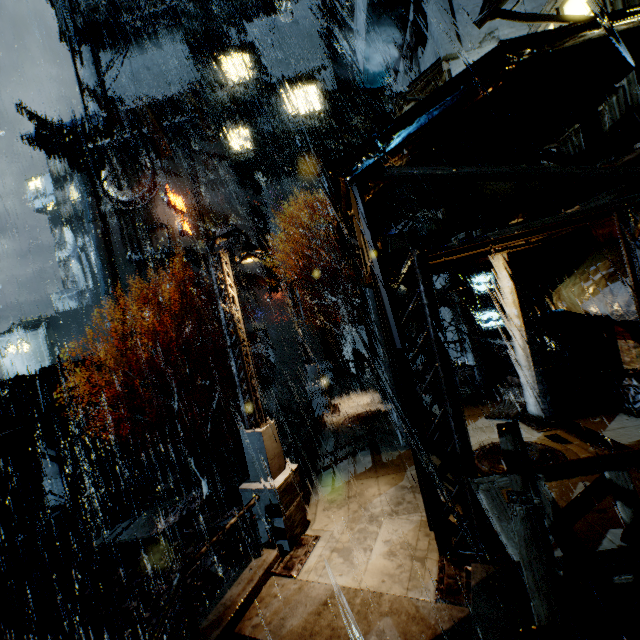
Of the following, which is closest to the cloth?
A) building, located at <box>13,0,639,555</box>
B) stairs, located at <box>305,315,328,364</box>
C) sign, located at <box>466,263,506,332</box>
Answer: building, located at <box>13,0,639,555</box>

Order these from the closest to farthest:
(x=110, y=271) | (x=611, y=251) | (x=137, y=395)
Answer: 1. (x=611, y=251)
2. (x=137, y=395)
3. (x=110, y=271)

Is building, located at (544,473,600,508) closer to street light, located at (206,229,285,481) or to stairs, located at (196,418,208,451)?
stairs, located at (196,418,208,451)

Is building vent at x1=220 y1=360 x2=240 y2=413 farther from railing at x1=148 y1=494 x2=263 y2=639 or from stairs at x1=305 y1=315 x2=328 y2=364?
railing at x1=148 y1=494 x2=263 y2=639

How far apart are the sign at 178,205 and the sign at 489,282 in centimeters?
3303cm

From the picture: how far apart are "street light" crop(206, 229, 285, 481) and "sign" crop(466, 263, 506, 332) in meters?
11.6 m

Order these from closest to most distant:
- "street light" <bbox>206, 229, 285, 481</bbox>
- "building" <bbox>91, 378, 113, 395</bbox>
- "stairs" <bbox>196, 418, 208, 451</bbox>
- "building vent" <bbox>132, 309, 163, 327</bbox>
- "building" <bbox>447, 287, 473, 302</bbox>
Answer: "street light" <bbox>206, 229, 285, 481</bbox> < "building" <bbox>447, 287, 473, 302</bbox> < "building" <bbox>91, 378, 113, 395</bbox> < "stairs" <bbox>196, 418, 208, 451</bbox> < "building vent" <bbox>132, 309, 163, 327</bbox>

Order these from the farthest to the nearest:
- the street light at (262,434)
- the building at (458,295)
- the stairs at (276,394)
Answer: the stairs at (276,394) → the building at (458,295) → the street light at (262,434)
